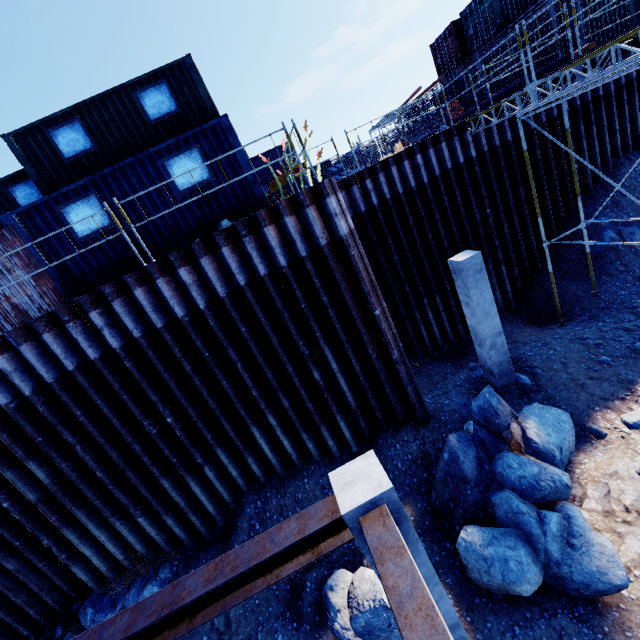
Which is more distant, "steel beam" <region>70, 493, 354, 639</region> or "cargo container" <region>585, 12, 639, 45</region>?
"cargo container" <region>585, 12, 639, 45</region>

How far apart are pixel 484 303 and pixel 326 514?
7.4m

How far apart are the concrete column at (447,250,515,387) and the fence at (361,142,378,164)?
24.9 meters

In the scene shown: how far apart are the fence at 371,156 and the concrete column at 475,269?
24.9 meters

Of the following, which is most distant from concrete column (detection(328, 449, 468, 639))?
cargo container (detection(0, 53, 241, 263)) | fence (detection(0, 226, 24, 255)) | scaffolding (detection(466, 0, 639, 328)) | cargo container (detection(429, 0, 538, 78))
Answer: cargo container (detection(429, 0, 538, 78))

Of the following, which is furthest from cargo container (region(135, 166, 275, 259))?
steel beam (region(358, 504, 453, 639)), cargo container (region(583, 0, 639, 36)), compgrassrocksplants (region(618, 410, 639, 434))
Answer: cargo container (region(583, 0, 639, 36))

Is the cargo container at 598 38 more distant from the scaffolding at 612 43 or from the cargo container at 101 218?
the cargo container at 101 218

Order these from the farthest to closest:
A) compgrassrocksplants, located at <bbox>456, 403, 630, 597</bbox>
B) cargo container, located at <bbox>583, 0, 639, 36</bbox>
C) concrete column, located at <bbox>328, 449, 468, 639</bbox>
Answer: cargo container, located at <bbox>583, 0, 639, 36</bbox> → compgrassrocksplants, located at <bbox>456, 403, 630, 597</bbox> → concrete column, located at <bbox>328, 449, 468, 639</bbox>
